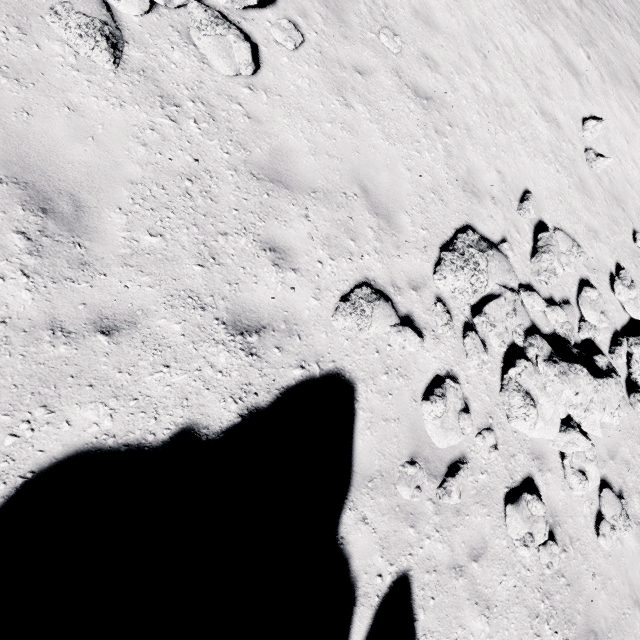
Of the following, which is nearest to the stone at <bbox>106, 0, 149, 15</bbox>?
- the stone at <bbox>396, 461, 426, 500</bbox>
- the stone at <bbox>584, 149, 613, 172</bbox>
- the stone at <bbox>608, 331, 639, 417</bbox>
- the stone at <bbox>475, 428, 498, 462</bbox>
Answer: the stone at <bbox>396, 461, 426, 500</bbox>

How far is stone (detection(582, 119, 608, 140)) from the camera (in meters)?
8.95

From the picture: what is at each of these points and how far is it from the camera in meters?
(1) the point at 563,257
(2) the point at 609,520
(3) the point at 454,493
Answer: (1) stone, 7.3 m
(2) stone, 6.2 m
(3) stone, 4.7 m

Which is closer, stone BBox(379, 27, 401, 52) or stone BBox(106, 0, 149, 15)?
stone BBox(106, 0, 149, 15)

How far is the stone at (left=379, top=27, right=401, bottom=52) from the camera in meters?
6.2 m

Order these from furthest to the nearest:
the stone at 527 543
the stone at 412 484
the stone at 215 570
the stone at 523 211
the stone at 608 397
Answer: the stone at 523 211 < the stone at 608 397 < the stone at 527 543 < the stone at 412 484 < the stone at 215 570

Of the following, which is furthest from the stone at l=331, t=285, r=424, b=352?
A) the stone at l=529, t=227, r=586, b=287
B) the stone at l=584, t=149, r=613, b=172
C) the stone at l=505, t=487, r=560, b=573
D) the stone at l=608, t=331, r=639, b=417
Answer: the stone at l=584, t=149, r=613, b=172

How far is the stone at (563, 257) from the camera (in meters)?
6.64
